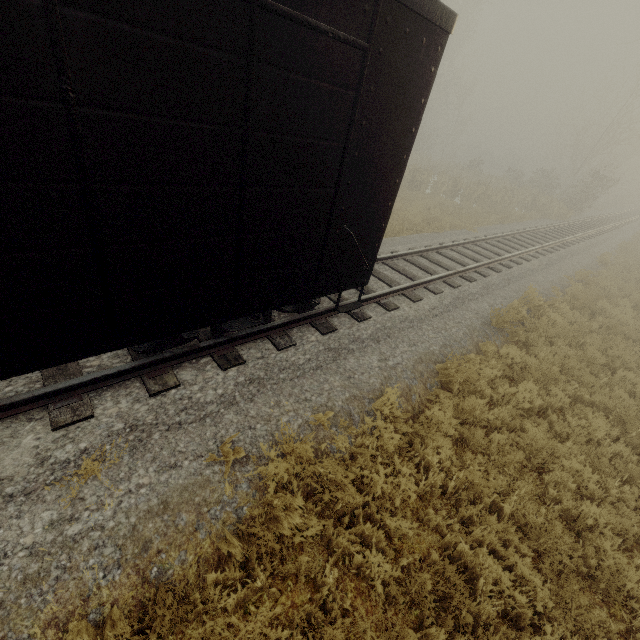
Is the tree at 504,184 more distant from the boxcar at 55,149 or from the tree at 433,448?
the boxcar at 55,149

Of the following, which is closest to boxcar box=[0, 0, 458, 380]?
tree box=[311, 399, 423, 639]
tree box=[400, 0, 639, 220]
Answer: tree box=[311, 399, 423, 639]

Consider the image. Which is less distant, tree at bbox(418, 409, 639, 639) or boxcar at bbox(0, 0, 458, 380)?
boxcar at bbox(0, 0, 458, 380)

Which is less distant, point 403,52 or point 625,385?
point 403,52

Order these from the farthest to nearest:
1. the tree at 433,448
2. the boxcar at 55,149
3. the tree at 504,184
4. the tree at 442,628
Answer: the tree at 504,184 < the tree at 433,448 < the tree at 442,628 < the boxcar at 55,149

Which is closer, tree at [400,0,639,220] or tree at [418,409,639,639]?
tree at [418,409,639,639]

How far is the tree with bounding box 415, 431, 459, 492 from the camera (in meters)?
4.50
